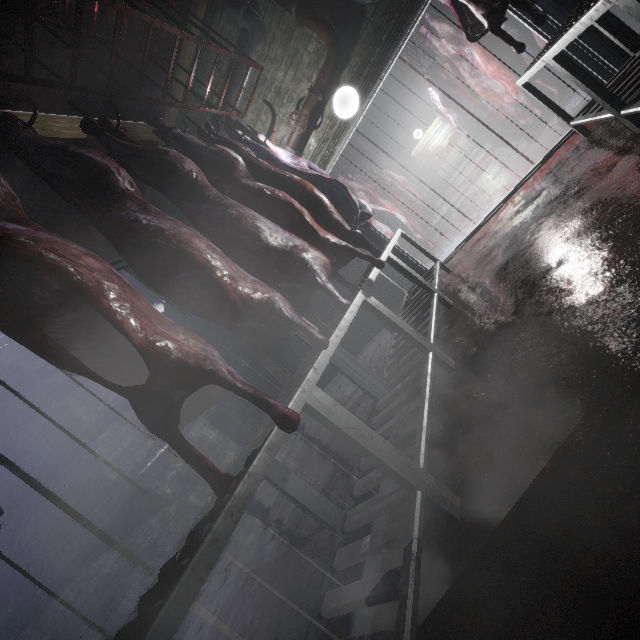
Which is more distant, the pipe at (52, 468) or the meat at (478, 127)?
the pipe at (52, 468)

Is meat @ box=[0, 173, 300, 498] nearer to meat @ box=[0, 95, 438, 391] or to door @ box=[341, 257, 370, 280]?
meat @ box=[0, 95, 438, 391]

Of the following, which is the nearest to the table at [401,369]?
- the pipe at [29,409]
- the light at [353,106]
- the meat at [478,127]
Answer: the light at [353,106]

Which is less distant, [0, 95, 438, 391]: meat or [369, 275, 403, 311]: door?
[0, 95, 438, 391]: meat

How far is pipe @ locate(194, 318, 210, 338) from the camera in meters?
5.9

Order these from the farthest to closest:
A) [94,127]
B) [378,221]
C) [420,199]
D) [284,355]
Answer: [420,199] → [284,355] → [378,221] → [94,127]

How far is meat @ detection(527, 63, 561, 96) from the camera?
3.6 meters

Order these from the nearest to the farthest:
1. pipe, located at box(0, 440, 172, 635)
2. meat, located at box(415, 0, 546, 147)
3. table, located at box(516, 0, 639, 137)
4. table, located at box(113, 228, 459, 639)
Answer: table, located at box(113, 228, 459, 639)
table, located at box(516, 0, 639, 137)
meat, located at box(415, 0, 546, 147)
pipe, located at box(0, 440, 172, 635)
